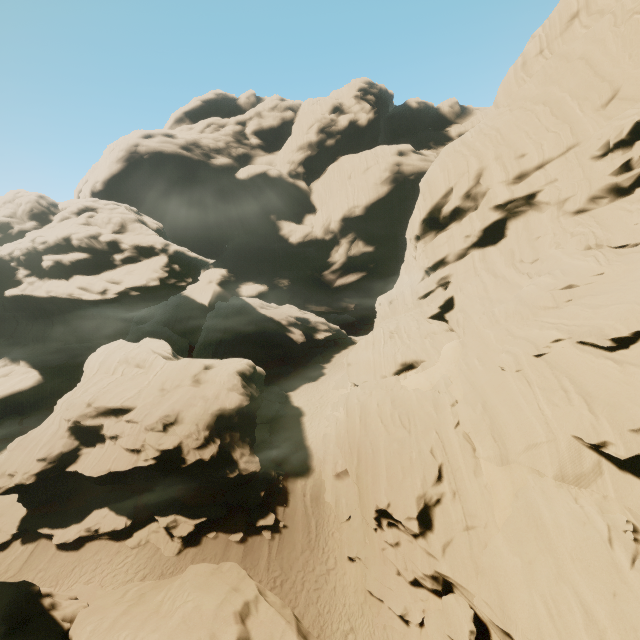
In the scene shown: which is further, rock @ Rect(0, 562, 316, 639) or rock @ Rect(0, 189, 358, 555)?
rock @ Rect(0, 189, 358, 555)

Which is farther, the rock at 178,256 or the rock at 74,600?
the rock at 178,256

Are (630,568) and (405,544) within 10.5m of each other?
yes

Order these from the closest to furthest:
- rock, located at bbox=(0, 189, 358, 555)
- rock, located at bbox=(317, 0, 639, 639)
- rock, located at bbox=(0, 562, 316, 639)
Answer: rock, located at bbox=(0, 562, 316, 639)
rock, located at bbox=(317, 0, 639, 639)
rock, located at bbox=(0, 189, 358, 555)
